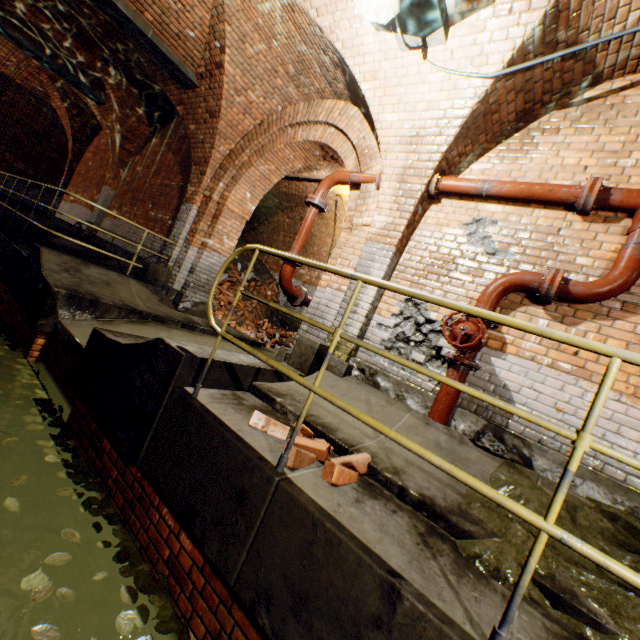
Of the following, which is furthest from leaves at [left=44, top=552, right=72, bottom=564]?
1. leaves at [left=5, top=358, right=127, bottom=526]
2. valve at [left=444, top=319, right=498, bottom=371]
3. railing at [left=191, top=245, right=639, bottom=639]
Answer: valve at [left=444, top=319, right=498, bottom=371]

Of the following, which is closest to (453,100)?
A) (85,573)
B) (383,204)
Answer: (383,204)

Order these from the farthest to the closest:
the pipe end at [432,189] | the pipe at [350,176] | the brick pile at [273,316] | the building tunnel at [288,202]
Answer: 1. the brick pile at [273,316]
2. the building tunnel at [288,202]
3. the pipe at [350,176]
4. the pipe end at [432,189]

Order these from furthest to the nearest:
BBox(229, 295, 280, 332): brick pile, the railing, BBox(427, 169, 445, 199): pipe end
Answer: BBox(229, 295, 280, 332): brick pile, BBox(427, 169, 445, 199): pipe end, the railing

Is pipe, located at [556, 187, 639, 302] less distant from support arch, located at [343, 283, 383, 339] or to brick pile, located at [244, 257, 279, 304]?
support arch, located at [343, 283, 383, 339]

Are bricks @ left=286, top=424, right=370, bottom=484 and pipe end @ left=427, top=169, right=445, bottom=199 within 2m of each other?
no

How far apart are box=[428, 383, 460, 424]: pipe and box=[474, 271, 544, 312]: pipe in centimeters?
61cm

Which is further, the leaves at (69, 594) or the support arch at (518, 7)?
the support arch at (518, 7)
